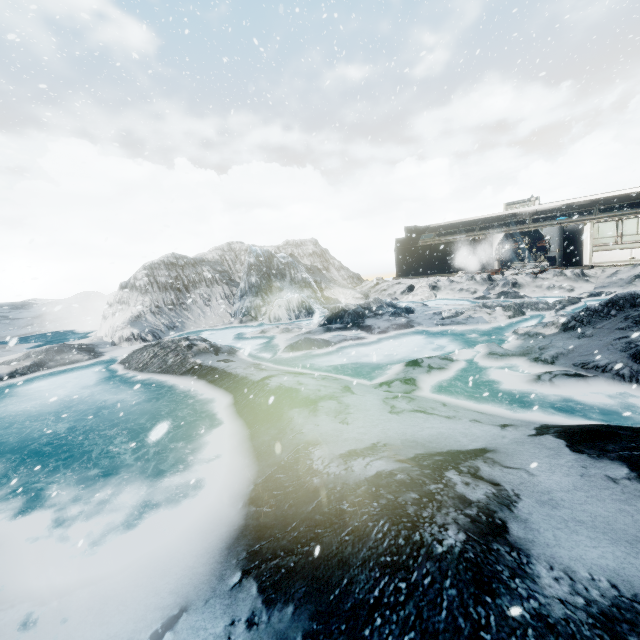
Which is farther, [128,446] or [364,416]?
[128,446]
